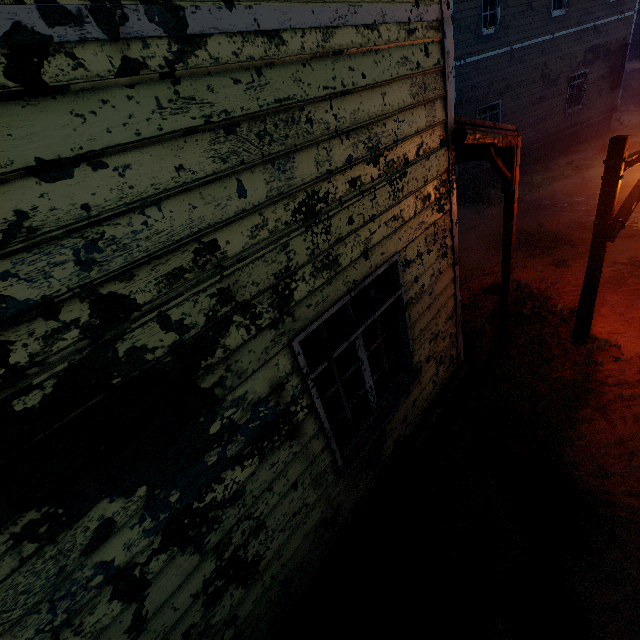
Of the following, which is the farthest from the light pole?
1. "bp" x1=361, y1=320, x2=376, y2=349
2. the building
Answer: "bp" x1=361, y1=320, x2=376, y2=349

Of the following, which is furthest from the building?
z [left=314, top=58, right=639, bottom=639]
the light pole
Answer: the light pole

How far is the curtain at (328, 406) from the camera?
2.9m

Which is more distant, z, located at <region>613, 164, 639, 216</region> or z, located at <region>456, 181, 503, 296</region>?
z, located at <region>613, 164, 639, 216</region>

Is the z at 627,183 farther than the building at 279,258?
Yes

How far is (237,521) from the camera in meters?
2.1 m

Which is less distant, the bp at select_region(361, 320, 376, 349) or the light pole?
the light pole

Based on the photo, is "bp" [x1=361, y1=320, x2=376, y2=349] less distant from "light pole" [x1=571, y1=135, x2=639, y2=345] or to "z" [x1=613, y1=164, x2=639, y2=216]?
"z" [x1=613, y1=164, x2=639, y2=216]
